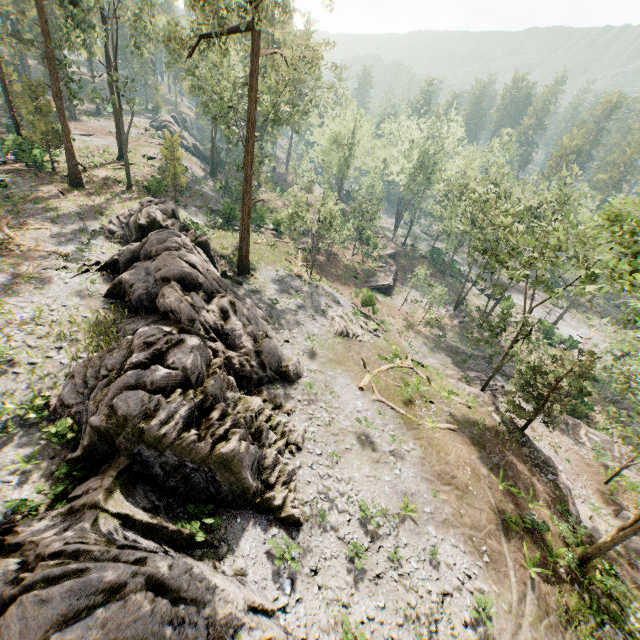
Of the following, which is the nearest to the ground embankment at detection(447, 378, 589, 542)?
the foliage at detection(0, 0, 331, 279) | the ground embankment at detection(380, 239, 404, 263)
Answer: the foliage at detection(0, 0, 331, 279)

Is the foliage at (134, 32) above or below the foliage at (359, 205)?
above

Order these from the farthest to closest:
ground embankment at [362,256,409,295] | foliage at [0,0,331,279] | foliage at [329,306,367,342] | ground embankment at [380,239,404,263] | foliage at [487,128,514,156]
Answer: ground embankment at [380,239,404,263] < ground embankment at [362,256,409,295] < foliage at [487,128,514,156] < foliage at [329,306,367,342] < foliage at [0,0,331,279]

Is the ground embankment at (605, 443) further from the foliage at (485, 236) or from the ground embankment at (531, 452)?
the ground embankment at (531, 452)

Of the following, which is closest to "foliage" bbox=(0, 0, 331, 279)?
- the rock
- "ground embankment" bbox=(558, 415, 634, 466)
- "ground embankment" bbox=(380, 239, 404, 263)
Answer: "ground embankment" bbox=(380, 239, 404, 263)

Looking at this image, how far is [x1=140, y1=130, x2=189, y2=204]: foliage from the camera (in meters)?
31.86

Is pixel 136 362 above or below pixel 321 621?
above

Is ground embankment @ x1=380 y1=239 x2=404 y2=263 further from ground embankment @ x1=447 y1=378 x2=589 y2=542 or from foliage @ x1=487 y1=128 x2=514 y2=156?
ground embankment @ x1=447 y1=378 x2=589 y2=542
